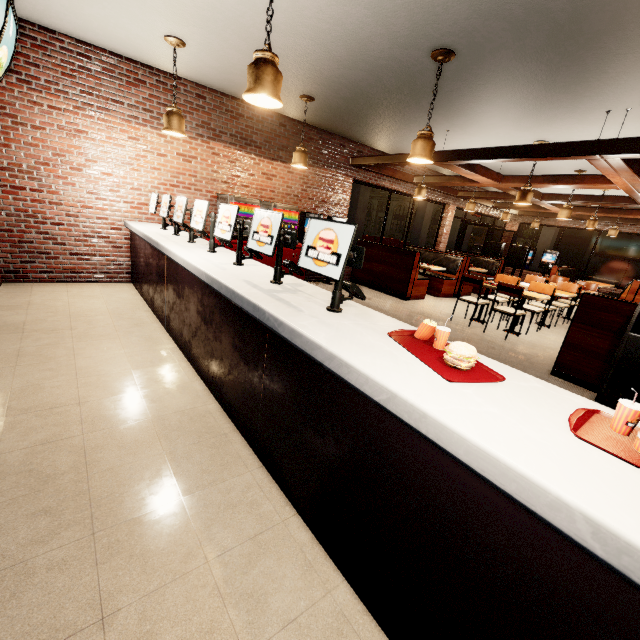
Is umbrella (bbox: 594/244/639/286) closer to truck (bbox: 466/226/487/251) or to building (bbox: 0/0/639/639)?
building (bbox: 0/0/639/639)

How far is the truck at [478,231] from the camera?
36.8m

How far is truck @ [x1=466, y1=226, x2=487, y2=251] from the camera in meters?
36.8 m

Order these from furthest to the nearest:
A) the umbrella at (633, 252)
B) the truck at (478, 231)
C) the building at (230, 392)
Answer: the truck at (478, 231), the umbrella at (633, 252), the building at (230, 392)

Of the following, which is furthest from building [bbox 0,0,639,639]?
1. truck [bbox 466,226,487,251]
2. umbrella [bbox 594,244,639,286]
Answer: truck [bbox 466,226,487,251]

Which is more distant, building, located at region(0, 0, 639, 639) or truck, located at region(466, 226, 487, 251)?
truck, located at region(466, 226, 487, 251)

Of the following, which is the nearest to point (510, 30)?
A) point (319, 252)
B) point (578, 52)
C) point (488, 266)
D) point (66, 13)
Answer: point (578, 52)

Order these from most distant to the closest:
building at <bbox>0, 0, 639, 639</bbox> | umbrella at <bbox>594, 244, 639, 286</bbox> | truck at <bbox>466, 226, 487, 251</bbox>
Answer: truck at <bbox>466, 226, 487, 251</bbox>, umbrella at <bbox>594, 244, 639, 286</bbox>, building at <bbox>0, 0, 639, 639</bbox>
